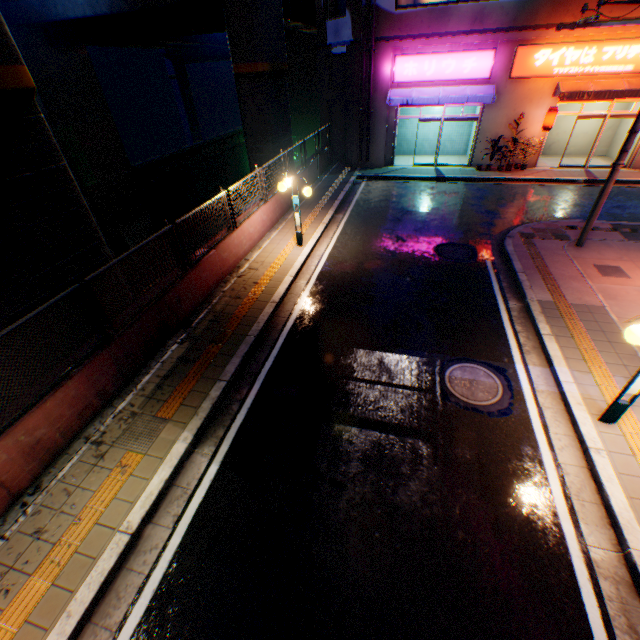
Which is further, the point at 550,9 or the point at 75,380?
the point at 550,9

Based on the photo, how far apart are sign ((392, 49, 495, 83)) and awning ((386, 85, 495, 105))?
A: 0.2m

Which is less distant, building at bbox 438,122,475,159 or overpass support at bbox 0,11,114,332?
overpass support at bbox 0,11,114,332

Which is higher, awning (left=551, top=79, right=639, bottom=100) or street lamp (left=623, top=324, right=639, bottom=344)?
awning (left=551, top=79, right=639, bottom=100)

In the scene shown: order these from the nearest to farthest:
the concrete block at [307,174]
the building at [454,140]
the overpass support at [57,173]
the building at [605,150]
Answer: the overpass support at [57,173], the concrete block at [307,174], the building at [605,150], the building at [454,140]

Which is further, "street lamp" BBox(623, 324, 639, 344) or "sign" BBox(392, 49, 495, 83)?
"sign" BBox(392, 49, 495, 83)

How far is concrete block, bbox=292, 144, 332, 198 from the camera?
14.5m

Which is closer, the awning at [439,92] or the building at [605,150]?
the awning at [439,92]
